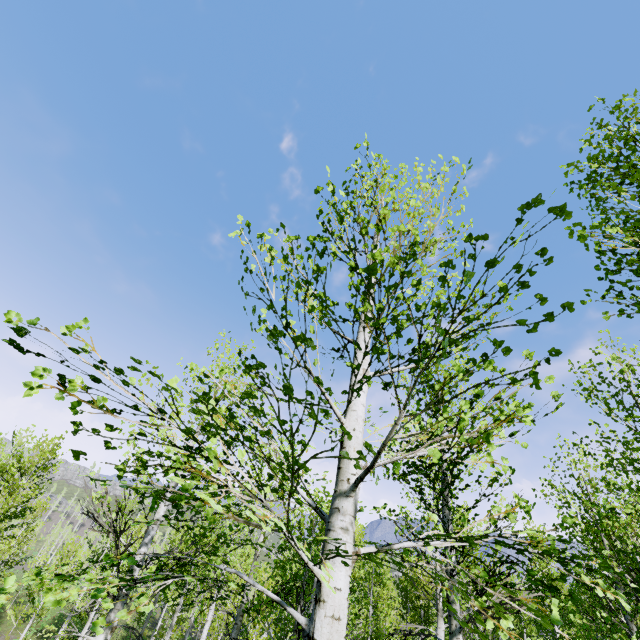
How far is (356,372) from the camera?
→ 3.6m
